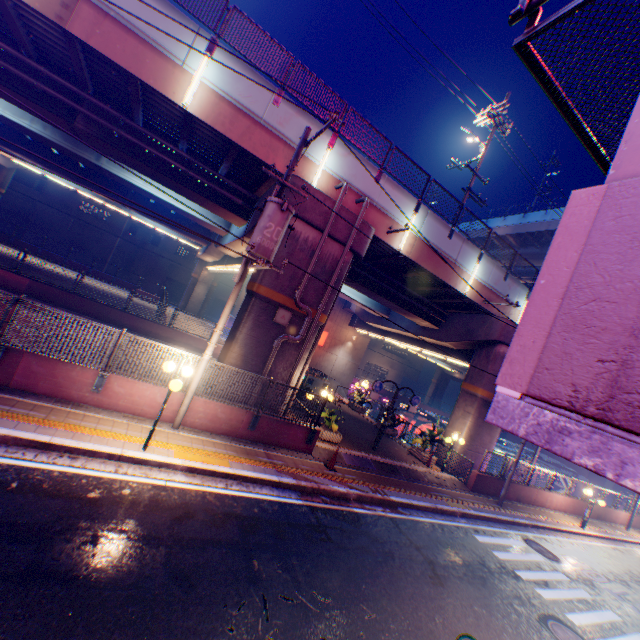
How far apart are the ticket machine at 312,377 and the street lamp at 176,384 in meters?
15.7

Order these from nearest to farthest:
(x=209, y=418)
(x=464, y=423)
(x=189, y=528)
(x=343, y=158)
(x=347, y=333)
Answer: (x=189, y=528), (x=209, y=418), (x=343, y=158), (x=464, y=423), (x=347, y=333)

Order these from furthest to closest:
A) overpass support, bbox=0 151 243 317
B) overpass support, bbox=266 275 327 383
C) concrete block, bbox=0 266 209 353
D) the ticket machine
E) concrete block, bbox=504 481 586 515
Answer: overpass support, bbox=0 151 243 317, the ticket machine, concrete block, bbox=504 481 586 515, concrete block, bbox=0 266 209 353, overpass support, bbox=266 275 327 383

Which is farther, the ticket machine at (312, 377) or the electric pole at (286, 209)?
the ticket machine at (312, 377)

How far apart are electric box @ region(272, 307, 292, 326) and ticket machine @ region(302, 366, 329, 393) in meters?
12.1 m

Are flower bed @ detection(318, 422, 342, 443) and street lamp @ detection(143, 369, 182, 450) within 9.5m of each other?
yes

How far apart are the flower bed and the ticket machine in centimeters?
892cm

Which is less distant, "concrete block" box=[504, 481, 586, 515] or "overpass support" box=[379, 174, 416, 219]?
"overpass support" box=[379, 174, 416, 219]
